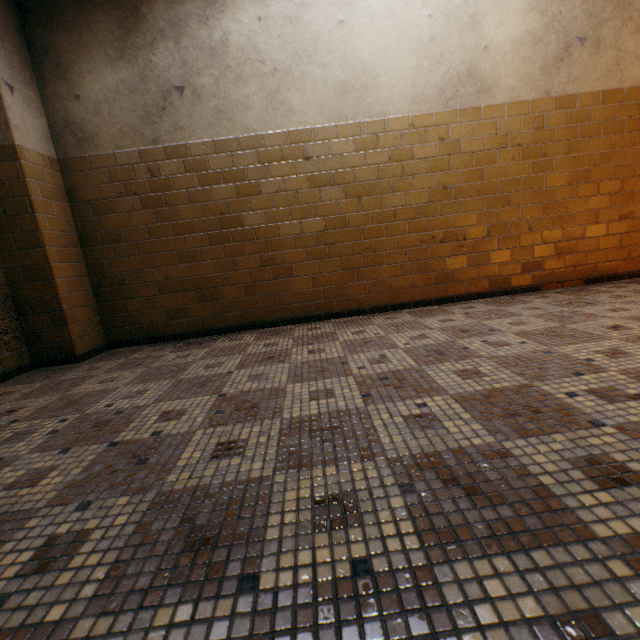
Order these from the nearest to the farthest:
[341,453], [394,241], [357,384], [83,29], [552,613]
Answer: [552,613]
[341,453]
[357,384]
[83,29]
[394,241]
